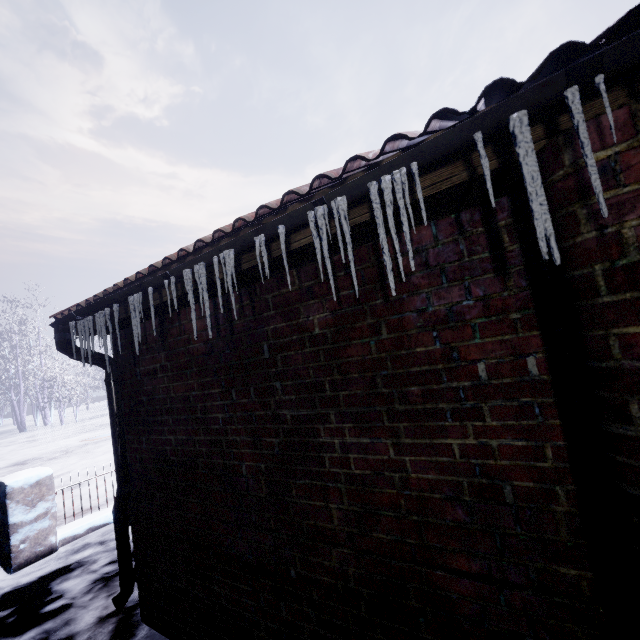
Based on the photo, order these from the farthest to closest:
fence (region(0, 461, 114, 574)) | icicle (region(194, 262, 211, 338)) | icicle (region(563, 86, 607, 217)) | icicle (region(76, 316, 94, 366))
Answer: fence (region(0, 461, 114, 574))
icicle (region(76, 316, 94, 366))
icicle (region(194, 262, 211, 338))
icicle (region(563, 86, 607, 217))

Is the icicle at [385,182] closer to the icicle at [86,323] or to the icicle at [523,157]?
the icicle at [523,157]

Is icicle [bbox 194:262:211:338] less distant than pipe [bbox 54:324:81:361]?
Yes

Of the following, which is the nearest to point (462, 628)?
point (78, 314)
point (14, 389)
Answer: point (78, 314)

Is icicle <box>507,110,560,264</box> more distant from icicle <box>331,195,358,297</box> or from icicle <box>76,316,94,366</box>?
icicle <box>76,316,94,366</box>

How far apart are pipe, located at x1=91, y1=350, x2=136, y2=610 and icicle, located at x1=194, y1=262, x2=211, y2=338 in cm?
149

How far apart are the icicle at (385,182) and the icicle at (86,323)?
2.0 meters

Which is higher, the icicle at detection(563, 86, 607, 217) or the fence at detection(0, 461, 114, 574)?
the icicle at detection(563, 86, 607, 217)
